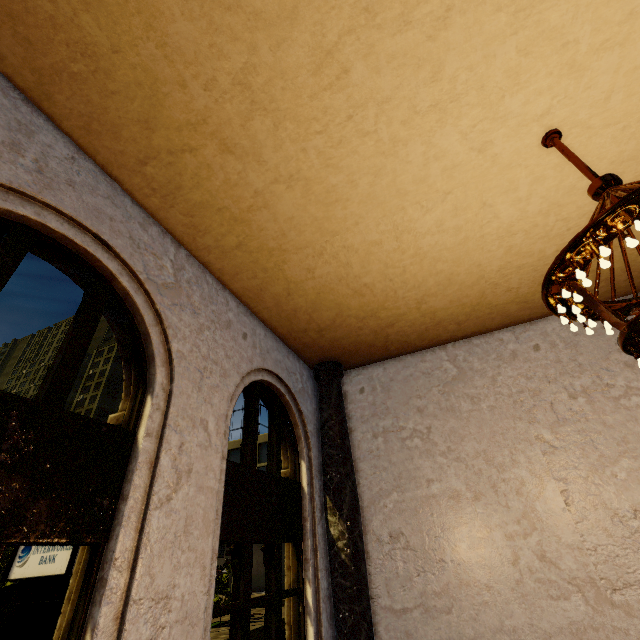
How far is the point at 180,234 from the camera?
4.7 meters
